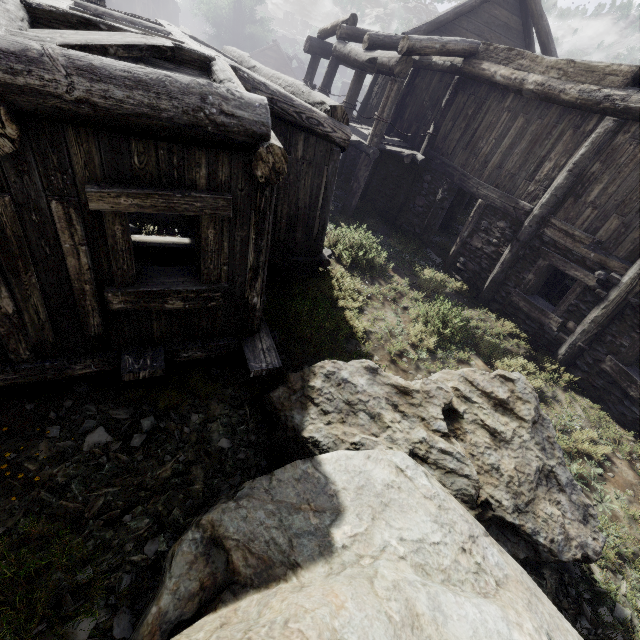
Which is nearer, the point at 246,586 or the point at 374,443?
the point at 246,586
